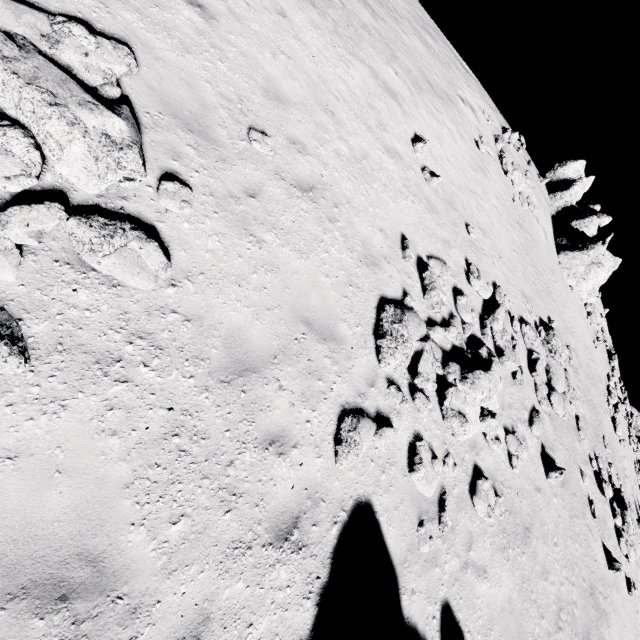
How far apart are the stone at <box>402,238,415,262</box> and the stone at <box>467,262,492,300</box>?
3.0 meters

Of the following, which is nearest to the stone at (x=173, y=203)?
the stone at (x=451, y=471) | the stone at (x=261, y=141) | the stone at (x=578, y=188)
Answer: the stone at (x=261, y=141)

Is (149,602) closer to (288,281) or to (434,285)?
(288,281)

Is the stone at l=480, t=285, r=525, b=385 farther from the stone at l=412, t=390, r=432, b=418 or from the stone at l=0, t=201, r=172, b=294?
the stone at l=0, t=201, r=172, b=294

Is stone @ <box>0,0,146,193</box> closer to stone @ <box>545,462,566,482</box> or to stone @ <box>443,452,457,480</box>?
stone @ <box>443,452,457,480</box>

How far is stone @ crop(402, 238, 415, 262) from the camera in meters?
8.4

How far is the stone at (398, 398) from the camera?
6.4 meters

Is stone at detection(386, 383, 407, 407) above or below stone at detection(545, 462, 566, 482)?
below
